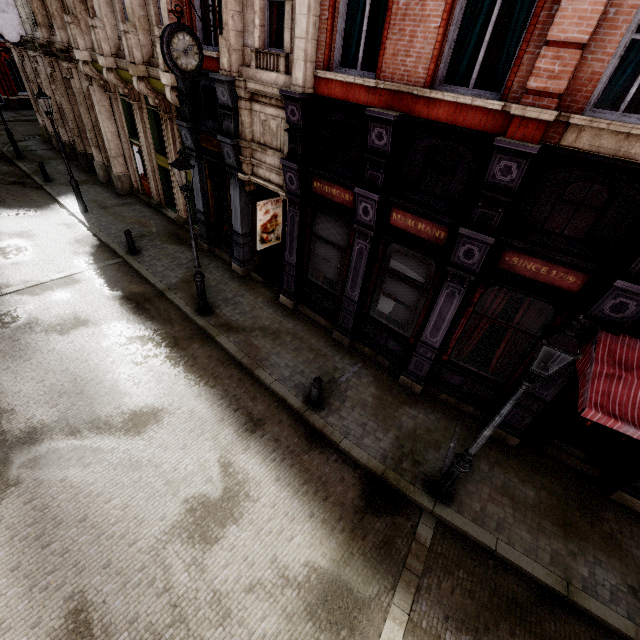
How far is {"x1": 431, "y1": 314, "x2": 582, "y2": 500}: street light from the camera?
3.9 meters

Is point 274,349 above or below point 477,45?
below

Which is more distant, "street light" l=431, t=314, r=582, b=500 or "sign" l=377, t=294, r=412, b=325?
"sign" l=377, t=294, r=412, b=325

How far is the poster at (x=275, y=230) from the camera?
11.9 meters

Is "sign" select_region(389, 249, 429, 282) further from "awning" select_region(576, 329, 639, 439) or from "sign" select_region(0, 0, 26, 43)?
"sign" select_region(0, 0, 26, 43)

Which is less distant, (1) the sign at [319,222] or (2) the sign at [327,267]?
(1) the sign at [319,222]

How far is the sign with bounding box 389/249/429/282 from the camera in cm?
762

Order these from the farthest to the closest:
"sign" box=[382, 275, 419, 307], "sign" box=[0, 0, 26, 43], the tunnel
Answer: "sign" box=[0, 0, 26, 43] → the tunnel → "sign" box=[382, 275, 419, 307]
